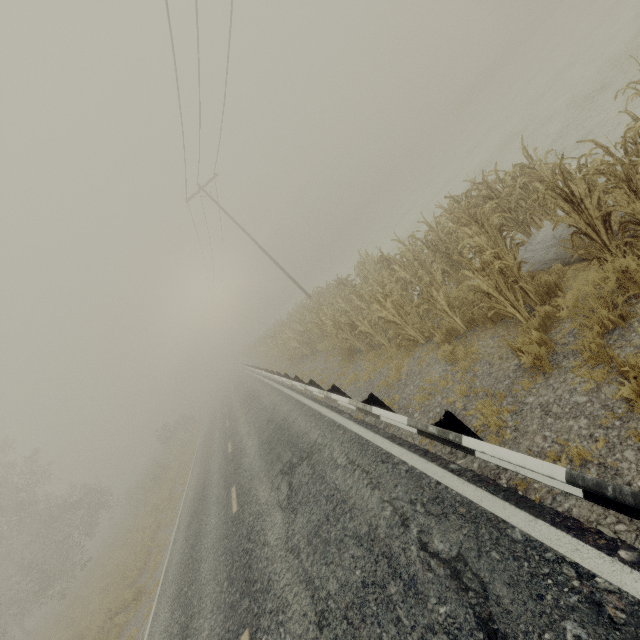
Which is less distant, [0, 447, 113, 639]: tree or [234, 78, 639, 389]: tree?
[234, 78, 639, 389]: tree

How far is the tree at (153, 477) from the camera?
26.99m

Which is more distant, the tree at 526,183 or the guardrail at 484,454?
the tree at 526,183

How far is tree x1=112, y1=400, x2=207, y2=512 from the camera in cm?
2699

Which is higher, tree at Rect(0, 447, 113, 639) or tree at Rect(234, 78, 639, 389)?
tree at Rect(0, 447, 113, 639)

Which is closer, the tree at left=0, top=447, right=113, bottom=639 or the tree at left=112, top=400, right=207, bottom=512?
the tree at left=0, top=447, right=113, bottom=639

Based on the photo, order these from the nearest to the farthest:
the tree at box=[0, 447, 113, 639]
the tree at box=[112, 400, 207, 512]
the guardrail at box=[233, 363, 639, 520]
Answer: the guardrail at box=[233, 363, 639, 520]
the tree at box=[0, 447, 113, 639]
the tree at box=[112, 400, 207, 512]

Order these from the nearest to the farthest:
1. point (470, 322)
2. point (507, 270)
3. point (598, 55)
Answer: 1. point (507, 270)
2. point (470, 322)
3. point (598, 55)
